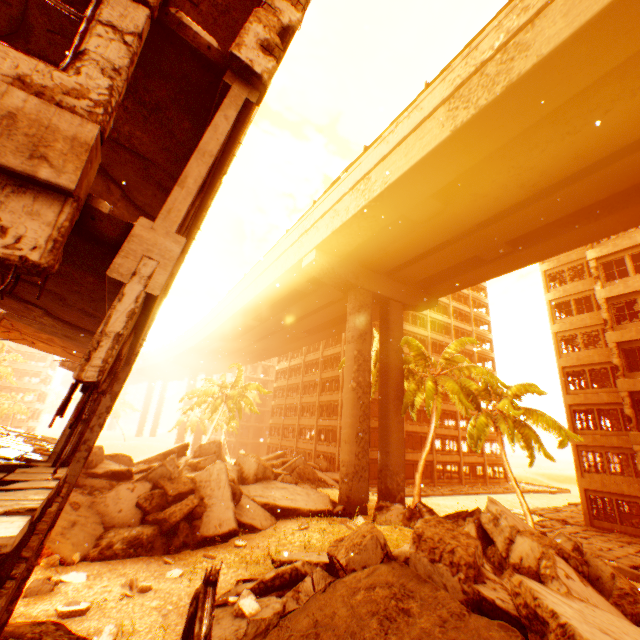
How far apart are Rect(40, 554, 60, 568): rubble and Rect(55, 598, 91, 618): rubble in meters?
2.3 m

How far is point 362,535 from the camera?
7.9 meters

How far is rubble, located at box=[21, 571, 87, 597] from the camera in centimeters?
721cm

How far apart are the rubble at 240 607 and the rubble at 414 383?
14.75m

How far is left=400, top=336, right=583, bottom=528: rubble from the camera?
16.0 meters

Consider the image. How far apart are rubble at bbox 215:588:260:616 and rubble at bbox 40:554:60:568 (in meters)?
5.34

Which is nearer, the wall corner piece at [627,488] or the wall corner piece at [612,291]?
the wall corner piece at [612,291]

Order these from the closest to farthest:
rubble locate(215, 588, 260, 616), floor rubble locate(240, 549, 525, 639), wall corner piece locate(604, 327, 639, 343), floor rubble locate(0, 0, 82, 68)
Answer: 1. floor rubble locate(240, 549, 525, 639)
2. floor rubble locate(0, 0, 82, 68)
3. rubble locate(215, 588, 260, 616)
4. wall corner piece locate(604, 327, 639, 343)
